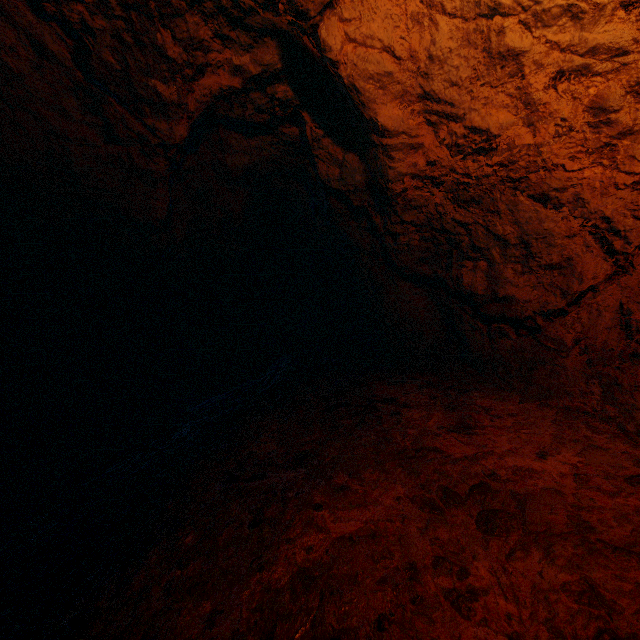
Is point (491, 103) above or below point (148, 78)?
below
